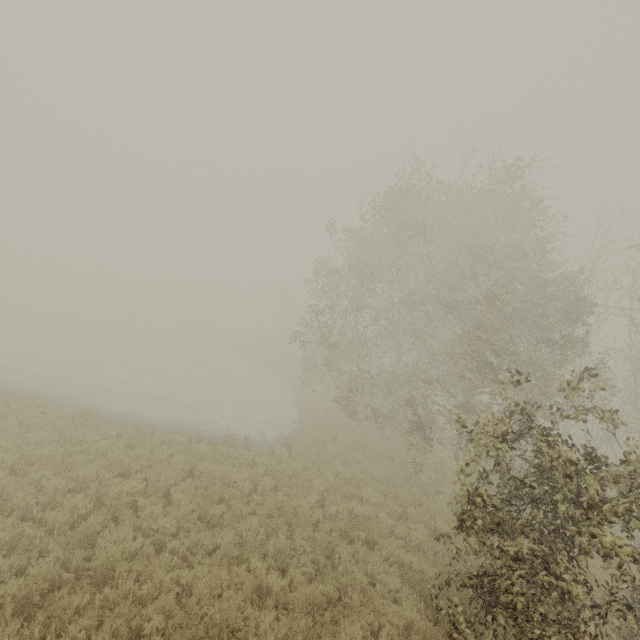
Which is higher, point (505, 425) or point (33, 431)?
point (505, 425)
